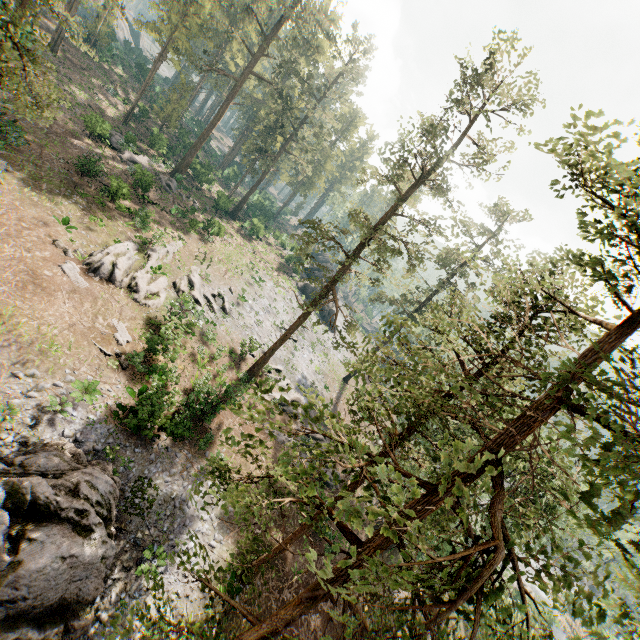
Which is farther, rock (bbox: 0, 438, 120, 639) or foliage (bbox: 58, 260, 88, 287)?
foliage (bbox: 58, 260, 88, 287)

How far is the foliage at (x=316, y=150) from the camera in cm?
4436

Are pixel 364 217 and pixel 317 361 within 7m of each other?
no

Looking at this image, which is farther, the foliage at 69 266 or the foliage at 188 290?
the foliage at 188 290

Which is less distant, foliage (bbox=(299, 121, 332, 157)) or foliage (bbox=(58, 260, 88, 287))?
foliage (bbox=(58, 260, 88, 287))

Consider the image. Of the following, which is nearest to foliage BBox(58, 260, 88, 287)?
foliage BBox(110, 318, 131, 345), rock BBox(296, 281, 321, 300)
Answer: rock BBox(296, 281, 321, 300)

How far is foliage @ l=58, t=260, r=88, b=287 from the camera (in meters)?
19.95

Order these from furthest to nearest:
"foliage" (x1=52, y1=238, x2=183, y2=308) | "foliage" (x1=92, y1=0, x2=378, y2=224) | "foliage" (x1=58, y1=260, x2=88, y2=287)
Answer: "foliage" (x1=92, y1=0, x2=378, y2=224), "foliage" (x1=52, y1=238, x2=183, y2=308), "foliage" (x1=58, y1=260, x2=88, y2=287)
